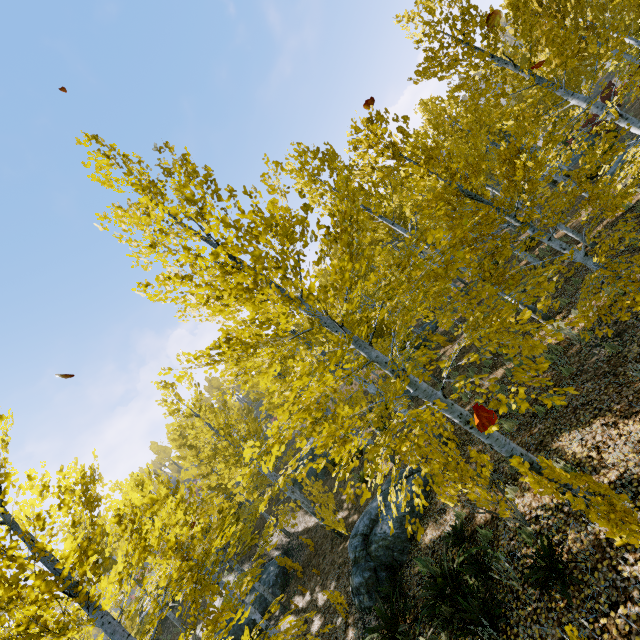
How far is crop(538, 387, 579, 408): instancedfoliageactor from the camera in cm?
324

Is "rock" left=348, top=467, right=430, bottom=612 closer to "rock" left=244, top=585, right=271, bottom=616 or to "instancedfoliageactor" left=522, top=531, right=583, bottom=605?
"instancedfoliageactor" left=522, top=531, right=583, bottom=605

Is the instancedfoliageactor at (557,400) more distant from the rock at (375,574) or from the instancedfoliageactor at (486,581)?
the instancedfoliageactor at (486,581)

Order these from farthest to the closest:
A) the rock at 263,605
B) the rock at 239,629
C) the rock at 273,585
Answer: the rock at 273,585 → the rock at 263,605 → the rock at 239,629

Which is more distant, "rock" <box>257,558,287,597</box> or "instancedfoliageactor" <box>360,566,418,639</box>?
"rock" <box>257,558,287,597</box>

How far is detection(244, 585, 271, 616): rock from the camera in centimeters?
1595cm

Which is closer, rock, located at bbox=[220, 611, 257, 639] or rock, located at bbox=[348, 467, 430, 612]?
rock, located at bbox=[348, 467, 430, 612]

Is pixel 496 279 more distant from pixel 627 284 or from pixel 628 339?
pixel 628 339
